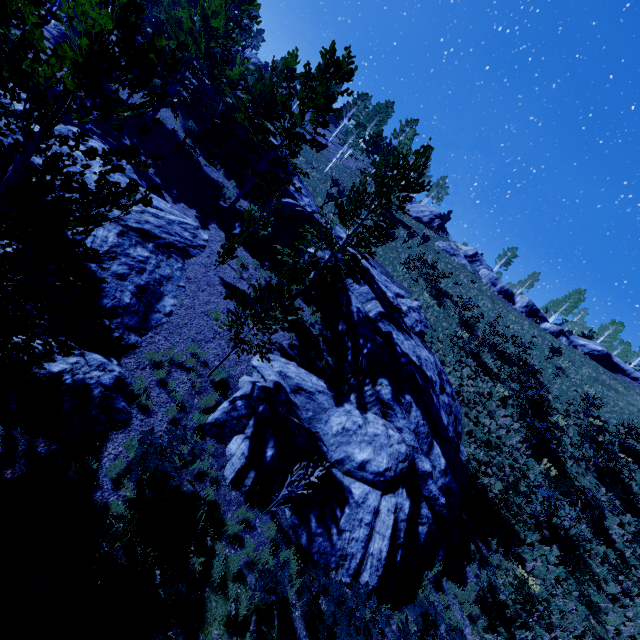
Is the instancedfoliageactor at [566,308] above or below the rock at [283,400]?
above

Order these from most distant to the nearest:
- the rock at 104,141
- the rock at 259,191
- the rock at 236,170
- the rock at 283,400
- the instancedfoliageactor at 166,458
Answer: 1. the rock at 236,170
2. the rock at 259,191
3. the rock at 104,141
4. the rock at 283,400
5. the instancedfoliageactor at 166,458

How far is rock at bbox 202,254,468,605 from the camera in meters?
9.5

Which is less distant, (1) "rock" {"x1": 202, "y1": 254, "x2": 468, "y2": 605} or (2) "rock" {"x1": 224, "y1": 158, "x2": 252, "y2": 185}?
(1) "rock" {"x1": 202, "y1": 254, "x2": 468, "y2": 605}

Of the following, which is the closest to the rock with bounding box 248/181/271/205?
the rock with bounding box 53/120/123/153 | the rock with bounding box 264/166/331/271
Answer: the rock with bounding box 264/166/331/271

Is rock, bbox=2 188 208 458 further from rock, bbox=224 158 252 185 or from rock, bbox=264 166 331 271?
rock, bbox=224 158 252 185

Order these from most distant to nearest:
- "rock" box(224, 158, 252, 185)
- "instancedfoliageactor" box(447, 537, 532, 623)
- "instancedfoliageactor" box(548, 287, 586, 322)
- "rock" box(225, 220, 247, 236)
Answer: "instancedfoliageactor" box(548, 287, 586, 322) < "rock" box(224, 158, 252, 185) < "rock" box(225, 220, 247, 236) < "instancedfoliageactor" box(447, 537, 532, 623)

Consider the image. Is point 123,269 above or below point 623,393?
below
